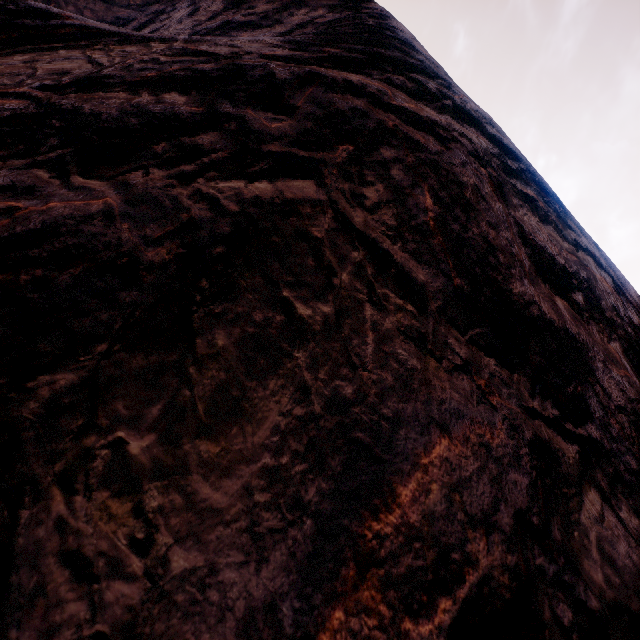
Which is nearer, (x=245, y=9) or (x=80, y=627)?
(x=80, y=627)
